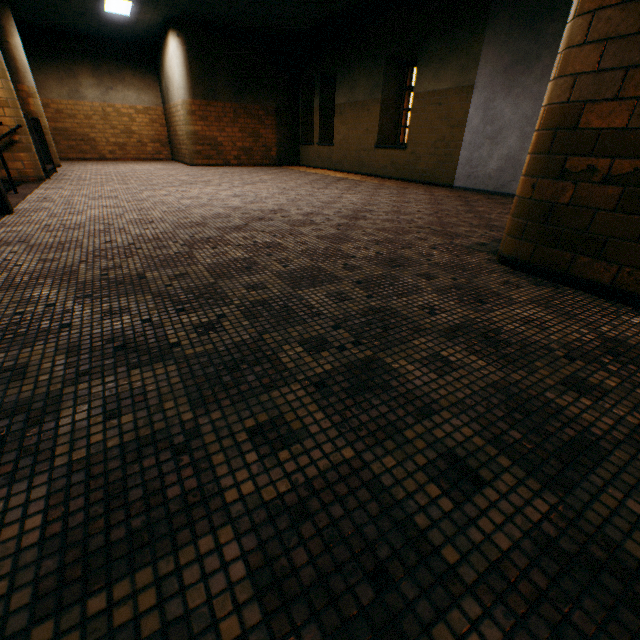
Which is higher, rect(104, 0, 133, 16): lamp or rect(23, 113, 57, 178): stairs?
rect(104, 0, 133, 16): lamp

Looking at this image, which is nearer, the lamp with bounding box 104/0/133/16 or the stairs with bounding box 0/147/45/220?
the stairs with bounding box 0/147/45/220

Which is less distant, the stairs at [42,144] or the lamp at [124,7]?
the stairs at [42,144]

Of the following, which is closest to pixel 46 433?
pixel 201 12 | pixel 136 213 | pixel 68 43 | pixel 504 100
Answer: pixel 136 213

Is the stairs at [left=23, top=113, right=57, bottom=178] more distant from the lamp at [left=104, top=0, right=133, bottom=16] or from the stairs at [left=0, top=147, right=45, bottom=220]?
the lamp at [left=104, top=0, right=133, bottom=16]

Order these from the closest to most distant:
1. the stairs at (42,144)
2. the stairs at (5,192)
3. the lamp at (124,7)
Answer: the stairs at (5,192) < the stairs at (42,144) < the lamp at (124,7)

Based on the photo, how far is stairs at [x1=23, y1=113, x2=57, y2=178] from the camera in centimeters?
654cm
